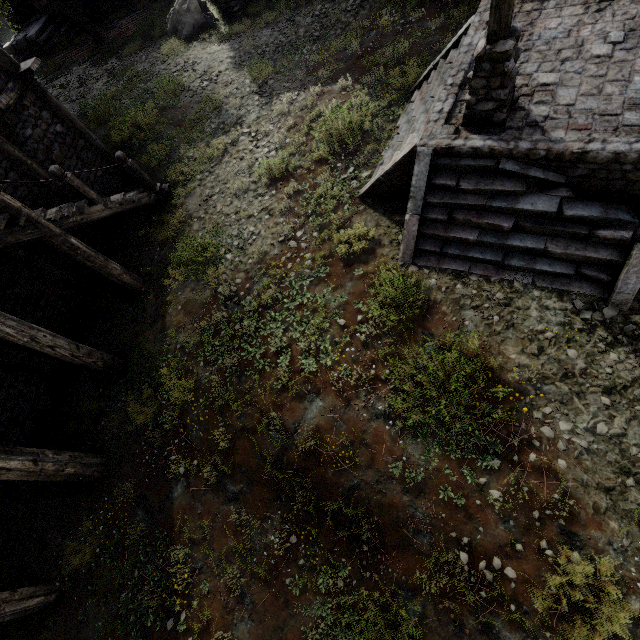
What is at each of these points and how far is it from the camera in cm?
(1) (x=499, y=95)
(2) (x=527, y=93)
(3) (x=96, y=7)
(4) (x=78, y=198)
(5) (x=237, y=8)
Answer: (1) wooden lamp post, 536
(2) building base, 587
(3) building, 2123
(4) building, 813
(5) wooden lamp post, 1465

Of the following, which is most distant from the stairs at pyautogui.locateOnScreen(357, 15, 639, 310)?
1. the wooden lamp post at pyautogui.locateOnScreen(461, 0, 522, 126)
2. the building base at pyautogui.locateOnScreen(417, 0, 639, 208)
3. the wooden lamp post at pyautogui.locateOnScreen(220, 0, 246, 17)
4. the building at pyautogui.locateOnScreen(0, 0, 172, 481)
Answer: the wooden lamp post at pyautogui.locateOnScreen(220, 0, 246, 17)

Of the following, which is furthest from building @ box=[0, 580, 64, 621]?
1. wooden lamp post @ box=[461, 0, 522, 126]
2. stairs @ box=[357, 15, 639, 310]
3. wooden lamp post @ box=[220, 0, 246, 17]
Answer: wooden lamp post @ box=[461, 0, 522, 126]

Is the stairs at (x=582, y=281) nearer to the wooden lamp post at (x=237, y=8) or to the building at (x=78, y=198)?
the building at (x=78, y=198)

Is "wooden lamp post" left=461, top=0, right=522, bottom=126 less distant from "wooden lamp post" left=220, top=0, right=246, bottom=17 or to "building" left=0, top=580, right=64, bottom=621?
"building" left=0, top=580, right=64, bottom=621

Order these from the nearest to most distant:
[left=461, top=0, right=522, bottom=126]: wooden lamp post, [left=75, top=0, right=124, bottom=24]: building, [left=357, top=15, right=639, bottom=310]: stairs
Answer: [left=461, top=0, right=522, bottom=126]: wooden lamp post → [left=357, top=15, right=639, bottom=310]: stairs → [left=75, top=0, right=124, bottom=24]: building

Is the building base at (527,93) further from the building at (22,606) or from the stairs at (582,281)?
the building at (22,606)
